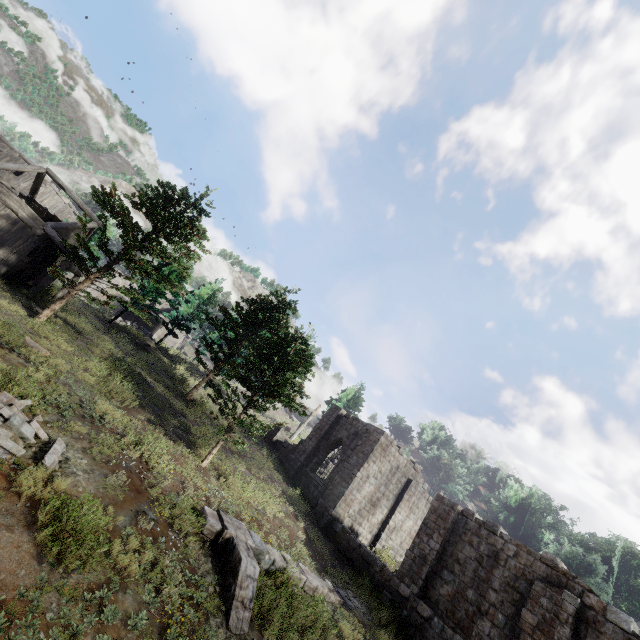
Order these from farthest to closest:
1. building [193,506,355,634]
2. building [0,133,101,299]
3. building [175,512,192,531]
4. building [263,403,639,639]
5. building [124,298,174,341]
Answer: building [124,298,174,341] < building [0,133,101,299] < building [263,403,639,639] < building [175,512,192,531] < building [193,506,355,634]

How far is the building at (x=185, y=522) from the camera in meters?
9.1 m

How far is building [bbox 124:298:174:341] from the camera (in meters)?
43.88

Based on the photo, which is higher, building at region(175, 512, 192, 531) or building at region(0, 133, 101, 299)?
building at region(0, 133, 101, 299)

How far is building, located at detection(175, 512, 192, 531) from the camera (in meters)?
9.11

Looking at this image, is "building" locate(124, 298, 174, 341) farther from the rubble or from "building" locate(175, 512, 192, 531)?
"building" locate(175, 512, 192, 531)

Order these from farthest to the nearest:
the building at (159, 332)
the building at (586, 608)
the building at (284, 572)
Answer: the building at (159, 332) → the building at (586, 608) → the building at (284, 572)

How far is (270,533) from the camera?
13.33m
